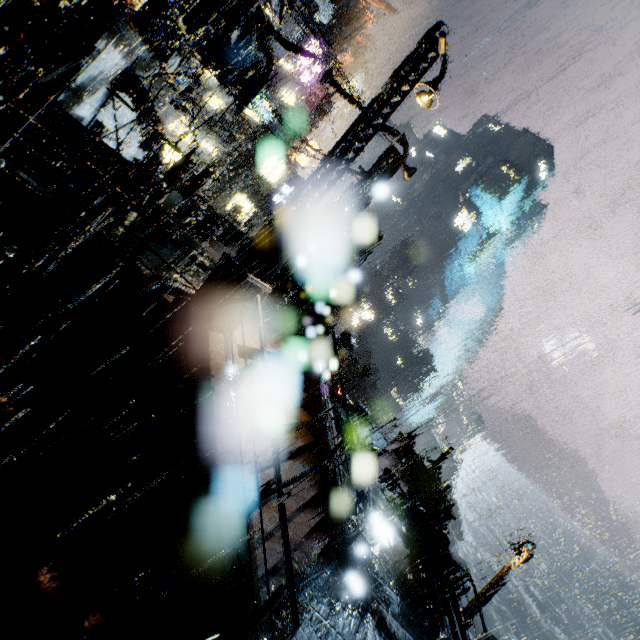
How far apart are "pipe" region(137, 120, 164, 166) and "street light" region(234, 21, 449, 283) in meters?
11.7

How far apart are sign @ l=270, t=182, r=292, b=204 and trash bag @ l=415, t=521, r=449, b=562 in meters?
38.3

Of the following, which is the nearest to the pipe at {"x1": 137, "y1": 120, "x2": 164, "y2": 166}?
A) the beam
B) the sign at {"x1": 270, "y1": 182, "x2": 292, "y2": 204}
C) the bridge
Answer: the bridge

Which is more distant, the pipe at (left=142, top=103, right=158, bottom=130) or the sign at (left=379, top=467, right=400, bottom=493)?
the sign at (left=379, top=467, right=400, bottom=493)

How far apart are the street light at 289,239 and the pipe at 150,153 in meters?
11.7 m

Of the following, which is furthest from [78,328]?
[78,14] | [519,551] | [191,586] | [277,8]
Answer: [519,551]

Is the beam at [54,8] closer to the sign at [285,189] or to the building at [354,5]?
the building at [354,5]
